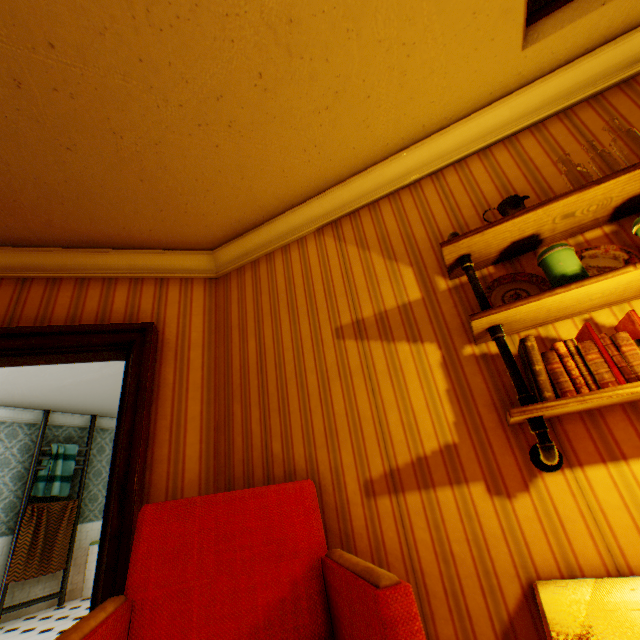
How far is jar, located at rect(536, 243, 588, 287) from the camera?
1.4 meters

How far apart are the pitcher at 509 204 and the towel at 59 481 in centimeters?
788cm

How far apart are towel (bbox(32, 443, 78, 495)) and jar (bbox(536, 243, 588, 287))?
7.93m

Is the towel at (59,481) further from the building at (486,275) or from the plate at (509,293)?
the plate at (509,293)

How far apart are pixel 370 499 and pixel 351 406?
0.5 meters

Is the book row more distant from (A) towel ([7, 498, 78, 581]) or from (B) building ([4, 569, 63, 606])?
(A) towel ([7, 498, 78, 581])

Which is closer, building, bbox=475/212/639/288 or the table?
the table

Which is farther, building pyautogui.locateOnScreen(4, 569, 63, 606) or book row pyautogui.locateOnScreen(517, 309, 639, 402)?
building pyautogui.locateOnScreen(4, 569, 63, 606)
